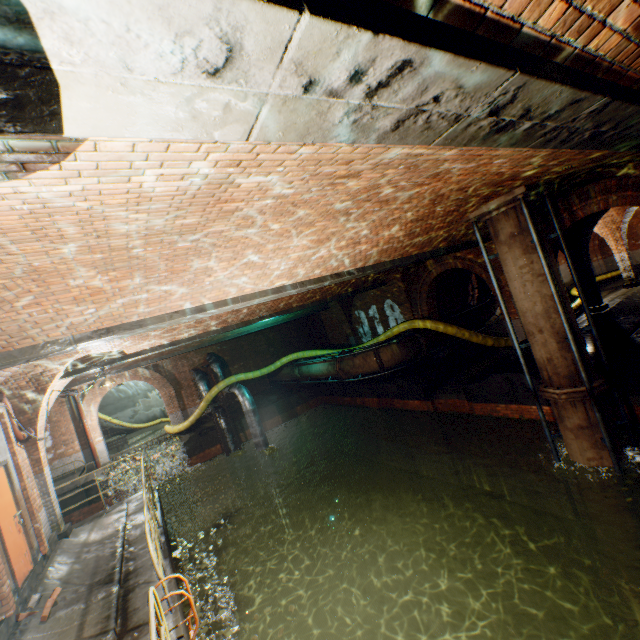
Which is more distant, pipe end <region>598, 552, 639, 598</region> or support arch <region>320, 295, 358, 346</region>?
support arch <region>320, 295, 358, 346</region>

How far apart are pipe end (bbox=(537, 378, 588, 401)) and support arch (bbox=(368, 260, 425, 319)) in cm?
642

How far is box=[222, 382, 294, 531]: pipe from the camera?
15.06m

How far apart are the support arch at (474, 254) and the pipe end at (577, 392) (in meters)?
3.44

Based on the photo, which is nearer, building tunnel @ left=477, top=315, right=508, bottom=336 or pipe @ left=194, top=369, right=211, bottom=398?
building tunnel @ left=477, top=315, right=508, bottom=336

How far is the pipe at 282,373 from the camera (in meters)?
18.22

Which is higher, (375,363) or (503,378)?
(375,363)

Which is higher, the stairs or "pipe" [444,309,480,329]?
"pipe" [444,309,480,329]
